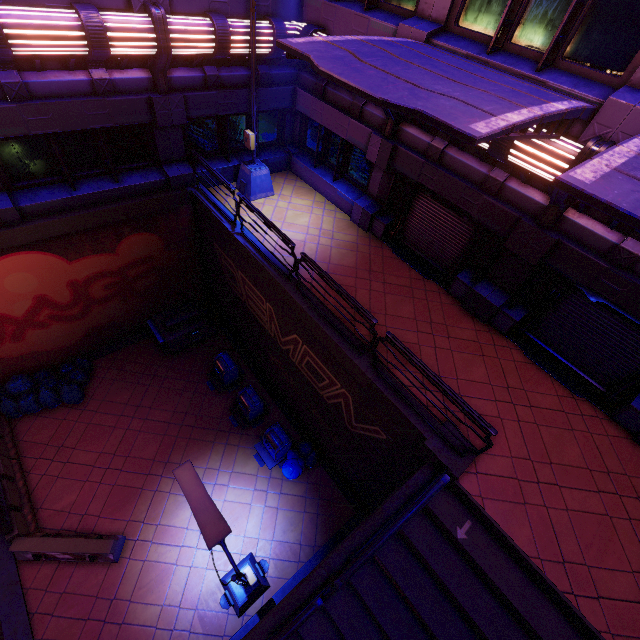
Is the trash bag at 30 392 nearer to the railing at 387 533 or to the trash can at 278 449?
the trash can at 278 449

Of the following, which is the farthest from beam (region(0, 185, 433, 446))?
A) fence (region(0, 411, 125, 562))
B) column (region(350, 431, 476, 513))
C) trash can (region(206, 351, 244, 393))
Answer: trash can (region(206, 351, 244, 393))

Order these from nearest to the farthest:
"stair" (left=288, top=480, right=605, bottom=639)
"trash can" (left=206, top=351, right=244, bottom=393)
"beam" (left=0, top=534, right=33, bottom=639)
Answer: "stair" (left=288, top=480, right=605, bottom=639) < "beam" (left=0, top=534, right=33, bottom=639) < "trash can" (left=206, top=351, right=244, bottom=393)

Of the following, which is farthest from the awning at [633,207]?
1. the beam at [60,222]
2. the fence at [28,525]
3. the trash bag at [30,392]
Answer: the trash bag at [30,392]

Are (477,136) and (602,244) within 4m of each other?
no

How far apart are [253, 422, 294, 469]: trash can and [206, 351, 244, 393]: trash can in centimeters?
237cm

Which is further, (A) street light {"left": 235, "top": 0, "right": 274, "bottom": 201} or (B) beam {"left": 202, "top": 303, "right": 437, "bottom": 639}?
(A) street light {"left": 235, "top": 0, "right": 274, "bottom": 201}

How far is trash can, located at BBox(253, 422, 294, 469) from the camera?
10.8m
